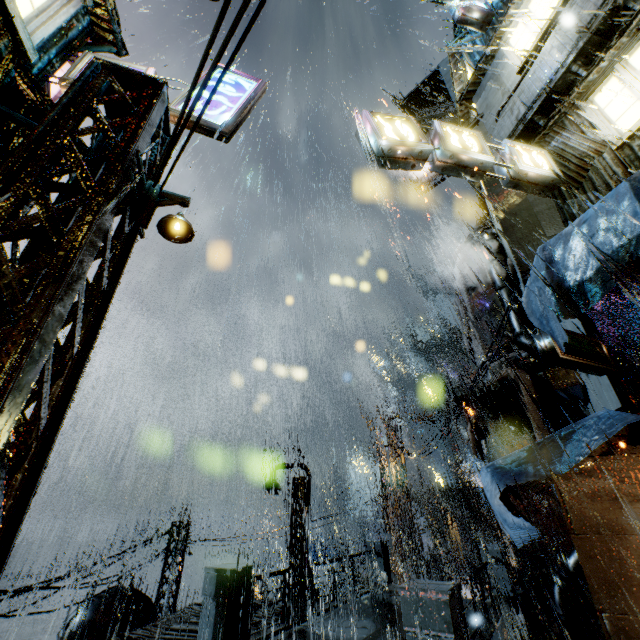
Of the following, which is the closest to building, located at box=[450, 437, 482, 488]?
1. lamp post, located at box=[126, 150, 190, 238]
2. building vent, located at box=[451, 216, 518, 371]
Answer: building vent, located at box=[451, 216, 518, 371]

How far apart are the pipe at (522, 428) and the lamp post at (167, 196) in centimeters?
1750cm

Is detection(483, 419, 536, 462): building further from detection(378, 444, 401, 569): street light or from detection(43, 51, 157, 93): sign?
detection(378, 444, 401, 569): street light

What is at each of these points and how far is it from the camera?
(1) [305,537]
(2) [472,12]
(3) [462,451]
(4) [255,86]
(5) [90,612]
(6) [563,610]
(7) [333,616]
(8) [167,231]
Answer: (1) street light, 17.4m
(2) sign, 12.2m
(3) building, 59.9m
(4) sign, 7.1m
(5) building vent, 15.6m
(6) pipe, 12.2m
(7) bridge, 9.6m
(8) lamp, 4.8m

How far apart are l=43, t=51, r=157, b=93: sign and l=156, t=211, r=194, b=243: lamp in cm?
237

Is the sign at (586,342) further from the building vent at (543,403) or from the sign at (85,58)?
the sign at (85,58)

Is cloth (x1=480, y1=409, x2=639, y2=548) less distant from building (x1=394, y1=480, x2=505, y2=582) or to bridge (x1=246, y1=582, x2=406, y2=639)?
building (x1=394, y1=480, x2=505, y2=582)

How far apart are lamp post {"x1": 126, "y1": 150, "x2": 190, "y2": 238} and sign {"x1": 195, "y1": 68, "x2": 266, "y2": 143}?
2.0 meters
